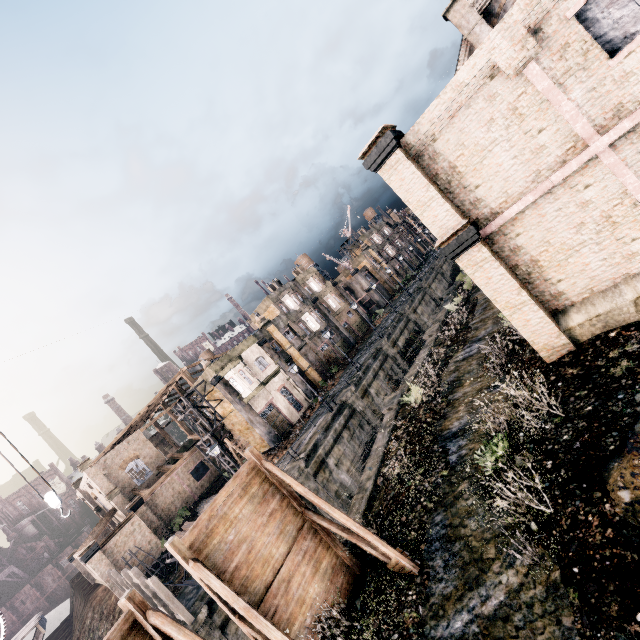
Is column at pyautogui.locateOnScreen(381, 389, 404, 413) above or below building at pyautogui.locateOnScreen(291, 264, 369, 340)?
below

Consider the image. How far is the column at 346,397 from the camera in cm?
2836

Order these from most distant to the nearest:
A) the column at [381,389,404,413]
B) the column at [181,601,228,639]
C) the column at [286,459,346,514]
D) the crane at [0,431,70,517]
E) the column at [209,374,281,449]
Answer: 1. the column at [209,374,281,449]
2. the column at [286,459,346,514]
3. the column at [381,389,404,413]
4. the column at [181,601,228,639]
5. the crane at [0,431,70,517]

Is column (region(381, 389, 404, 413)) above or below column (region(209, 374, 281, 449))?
below

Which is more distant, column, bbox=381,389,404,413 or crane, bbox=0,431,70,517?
column, bbox=381,389,404,413

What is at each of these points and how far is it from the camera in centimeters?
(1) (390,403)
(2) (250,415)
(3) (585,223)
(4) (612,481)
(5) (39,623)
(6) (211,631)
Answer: (1) column, 2041cm
(2) column, 3269cm
(3) building, 1041cm
(4) stone debris, 729cm
(5) wooden scaffolding, 1455cm
(6) column, 1546cm

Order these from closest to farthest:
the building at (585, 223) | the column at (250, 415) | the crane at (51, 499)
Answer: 1. the building at (585, 223)
2. the crane at (51, 499)
3. the column at (250, 415)

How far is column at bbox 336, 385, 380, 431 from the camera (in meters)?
28.36
